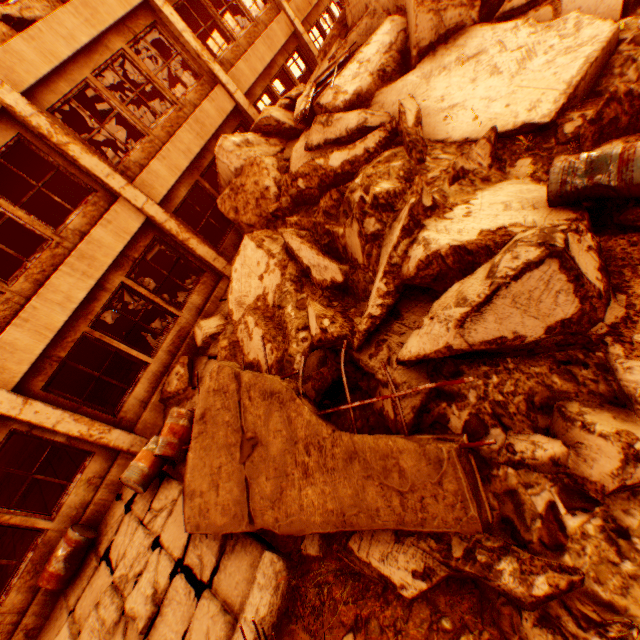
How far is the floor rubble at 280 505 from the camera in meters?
2.6 m

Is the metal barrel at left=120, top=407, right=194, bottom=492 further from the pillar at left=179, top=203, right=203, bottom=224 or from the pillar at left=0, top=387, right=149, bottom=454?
the pillar at left=179, top=203, right=203, bottom=224

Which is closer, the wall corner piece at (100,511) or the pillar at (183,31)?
the wall corner piece at (100,511)

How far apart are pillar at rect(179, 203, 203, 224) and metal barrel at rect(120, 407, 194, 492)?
12.42m

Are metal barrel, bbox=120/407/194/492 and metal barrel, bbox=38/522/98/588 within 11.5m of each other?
yes

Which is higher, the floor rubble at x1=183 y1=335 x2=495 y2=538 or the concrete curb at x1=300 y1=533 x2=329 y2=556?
the floor rubble at x1=183 y1=335 x2=495 y2=538

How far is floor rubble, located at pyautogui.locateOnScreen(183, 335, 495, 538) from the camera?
2.6 meters

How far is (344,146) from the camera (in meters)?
7.21
